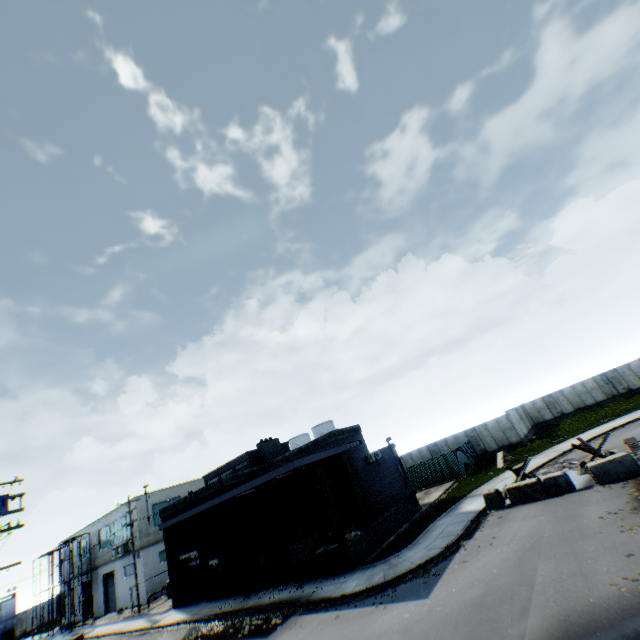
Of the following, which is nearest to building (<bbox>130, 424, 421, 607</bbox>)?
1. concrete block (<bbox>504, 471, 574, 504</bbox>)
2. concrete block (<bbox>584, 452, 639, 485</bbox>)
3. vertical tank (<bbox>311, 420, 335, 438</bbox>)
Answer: concrete block (<bbox>504, 471, 574, 504</bbox>)

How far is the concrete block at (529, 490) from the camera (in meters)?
15.75

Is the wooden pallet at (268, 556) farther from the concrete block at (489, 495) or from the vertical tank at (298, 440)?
the vertical tank at (298, 440)

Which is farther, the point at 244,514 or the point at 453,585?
the point at 244,514

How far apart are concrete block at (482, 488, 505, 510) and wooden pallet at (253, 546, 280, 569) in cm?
1366

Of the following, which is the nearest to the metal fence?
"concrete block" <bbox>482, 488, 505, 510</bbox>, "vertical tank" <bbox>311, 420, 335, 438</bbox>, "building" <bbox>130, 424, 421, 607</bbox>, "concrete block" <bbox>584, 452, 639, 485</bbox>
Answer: "concrete block" <bbox>584, 452, 639, 485</bbox>

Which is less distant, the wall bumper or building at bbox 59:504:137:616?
the wall bumper

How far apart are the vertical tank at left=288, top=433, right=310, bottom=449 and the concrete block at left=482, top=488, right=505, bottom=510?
42.12m
